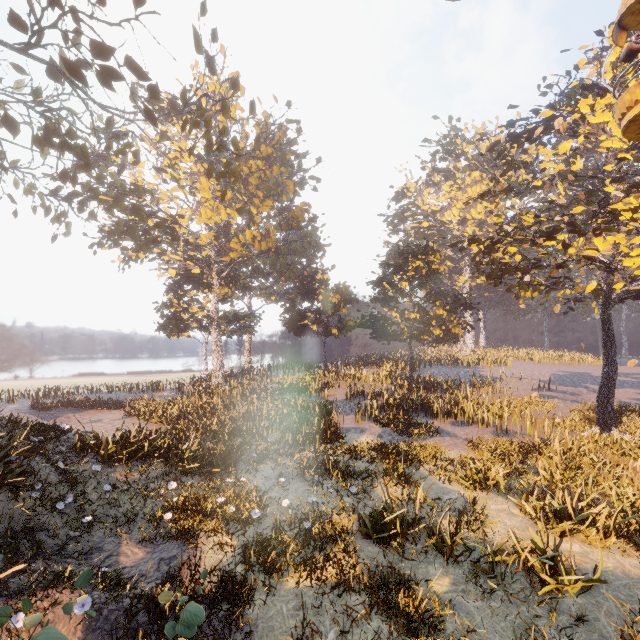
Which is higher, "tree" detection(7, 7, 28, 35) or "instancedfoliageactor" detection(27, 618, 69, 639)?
"tree" detection(7, 7, 28, 35)

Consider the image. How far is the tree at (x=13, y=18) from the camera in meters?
9.9

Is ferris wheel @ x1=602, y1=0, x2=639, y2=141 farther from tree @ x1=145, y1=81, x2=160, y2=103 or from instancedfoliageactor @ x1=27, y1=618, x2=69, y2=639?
instancedfoliageactor @ x1=27, y1=618, x2=69, y2=639

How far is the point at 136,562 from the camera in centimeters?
783cm

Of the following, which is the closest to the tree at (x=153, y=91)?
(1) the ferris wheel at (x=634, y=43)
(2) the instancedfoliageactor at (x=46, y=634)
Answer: (1) the ferris wheel at (x=634, y=43)

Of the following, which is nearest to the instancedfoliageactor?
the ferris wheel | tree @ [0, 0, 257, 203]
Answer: tree @ [0, 0, 257, 203]

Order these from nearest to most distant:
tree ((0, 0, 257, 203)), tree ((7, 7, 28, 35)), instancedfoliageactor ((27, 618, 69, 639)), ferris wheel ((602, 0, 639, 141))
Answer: instancedfoliageactor ((27, 618, 69, 639)) < ferris wheel ((602, 0, 639, 141)) < tree ((7, 7, 28, 35)) < tree ((0, 0, 257, 203))
